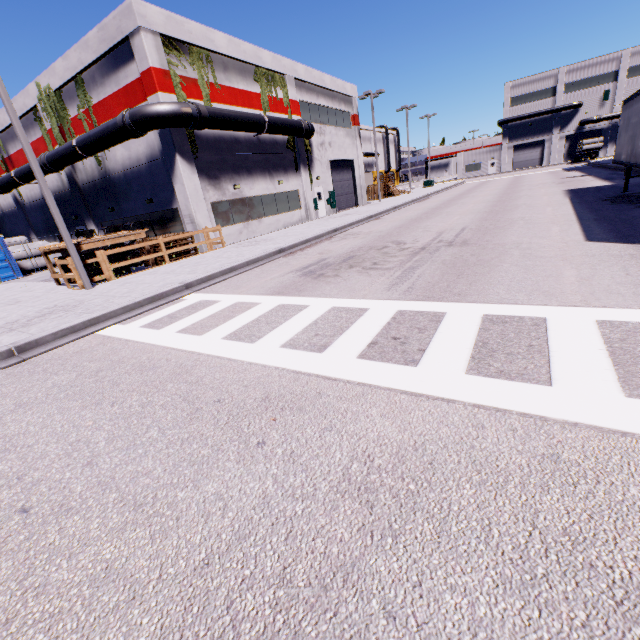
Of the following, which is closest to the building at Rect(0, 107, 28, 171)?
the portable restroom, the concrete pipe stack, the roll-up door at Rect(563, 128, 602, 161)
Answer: the roll-up door at Rect(563, 128, 602, 161)

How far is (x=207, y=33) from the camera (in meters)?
17.02

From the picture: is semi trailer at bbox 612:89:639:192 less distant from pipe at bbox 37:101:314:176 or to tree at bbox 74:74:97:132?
pipe at bbox 37:101:314:176

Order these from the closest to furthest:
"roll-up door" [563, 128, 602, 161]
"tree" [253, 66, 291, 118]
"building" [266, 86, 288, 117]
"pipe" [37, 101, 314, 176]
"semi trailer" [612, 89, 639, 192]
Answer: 1. "semi trailer" [612, 89, 639, 192]
2. "pipe" [37, 101, 314, 176]
3. "tree" [253, 66, 291, 118]
4. "building" [266, 86, 288, 117]
5. "roll-up door" [563, 128, 602, 161]

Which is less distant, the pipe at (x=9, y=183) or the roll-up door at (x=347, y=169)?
the pipe at (x=9, y=183)

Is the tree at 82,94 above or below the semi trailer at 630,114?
above

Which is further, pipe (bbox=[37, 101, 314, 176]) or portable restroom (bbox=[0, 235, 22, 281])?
portable restroom (bbox=[0, 235, 22, 281])

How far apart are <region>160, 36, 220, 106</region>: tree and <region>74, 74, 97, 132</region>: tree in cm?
577
